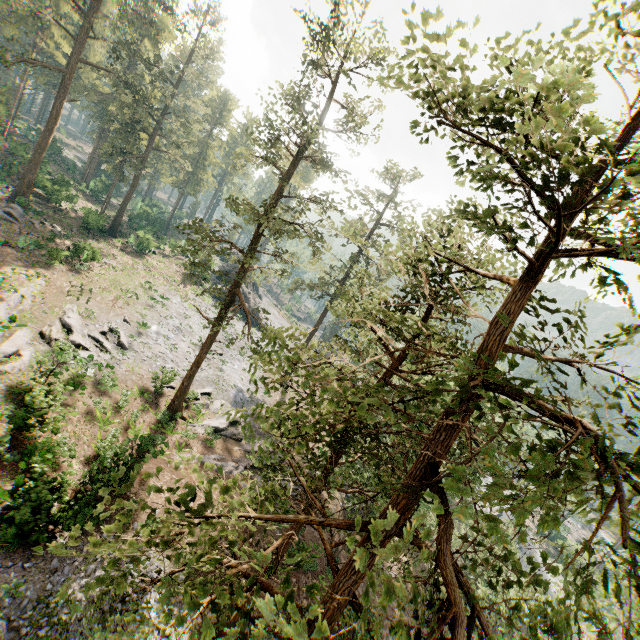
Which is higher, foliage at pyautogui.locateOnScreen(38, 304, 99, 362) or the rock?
the rock

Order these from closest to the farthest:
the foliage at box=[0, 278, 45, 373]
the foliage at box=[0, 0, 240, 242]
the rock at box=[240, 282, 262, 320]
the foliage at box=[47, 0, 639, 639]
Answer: the foliage at box=[47, 0, 639, 639], the foliage at box=[0, 278, 45, 373], the foliage at box=[0, 0, 240, 242], the rock at box=[240, 282, 262, 320]

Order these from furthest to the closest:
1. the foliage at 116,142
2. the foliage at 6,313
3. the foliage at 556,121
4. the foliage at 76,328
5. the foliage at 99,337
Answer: the foliage at 116,142 → the foliage at 99,337 → the foliage at 76,328 → the foliage at 6,313 → the foliage at 556,121

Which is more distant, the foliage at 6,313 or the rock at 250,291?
the rock at 250,291

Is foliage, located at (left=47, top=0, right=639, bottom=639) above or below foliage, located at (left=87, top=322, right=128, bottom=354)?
above

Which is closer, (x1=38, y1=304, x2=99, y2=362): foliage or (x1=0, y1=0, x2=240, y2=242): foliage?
(x1=38, y1=304, x2=99, y2=362): foliage

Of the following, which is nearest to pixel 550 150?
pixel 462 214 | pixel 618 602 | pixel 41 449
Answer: pixel 462 214
